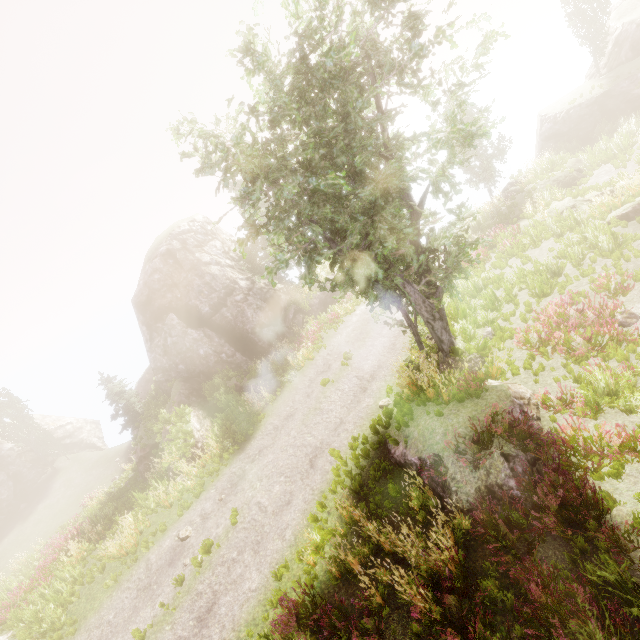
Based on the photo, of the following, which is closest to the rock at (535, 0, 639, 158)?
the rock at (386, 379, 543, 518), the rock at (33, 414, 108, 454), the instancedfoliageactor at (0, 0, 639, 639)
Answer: the instancedfoliageactor at (0, 0, 639, 639)

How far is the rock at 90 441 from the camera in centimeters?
3438cm

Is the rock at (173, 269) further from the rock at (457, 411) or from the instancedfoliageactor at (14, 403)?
the rock at (457, 411)

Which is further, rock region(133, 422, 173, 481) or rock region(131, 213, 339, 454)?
rock region(131, 213, 339, 454)

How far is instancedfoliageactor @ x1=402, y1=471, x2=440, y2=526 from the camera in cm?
774

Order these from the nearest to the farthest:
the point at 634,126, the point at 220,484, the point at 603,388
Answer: the point at 603,388 → the point at 220,484 → the point at 634,126

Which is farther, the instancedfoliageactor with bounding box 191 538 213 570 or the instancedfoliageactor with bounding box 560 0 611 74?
the instancedfoliageactor with bounding box 560 0 611 74
